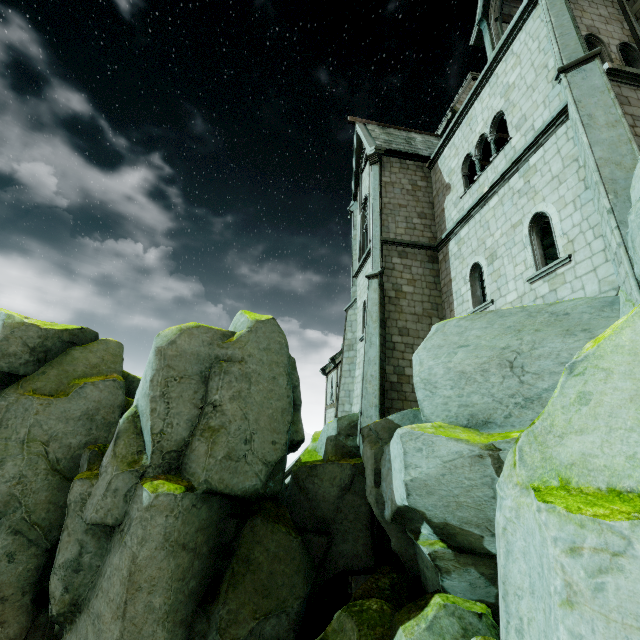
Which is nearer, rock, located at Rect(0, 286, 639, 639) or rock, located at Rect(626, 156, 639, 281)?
rock, located at Rect(0, 286, 639, 639)

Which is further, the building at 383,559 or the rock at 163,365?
the building at 383,559

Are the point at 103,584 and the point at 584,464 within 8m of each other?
no

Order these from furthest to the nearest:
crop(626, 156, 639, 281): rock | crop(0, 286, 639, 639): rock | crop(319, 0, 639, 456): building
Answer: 1. crop(319, 0, 639, 456): building
2. crop(626, 156, 639, 281): rock
3. crop(0, 286, 639, 639): rock

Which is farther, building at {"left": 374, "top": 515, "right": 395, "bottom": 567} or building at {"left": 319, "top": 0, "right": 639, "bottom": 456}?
building at {"left": 374, "top": 515, "right": 395, "bottom": 567}

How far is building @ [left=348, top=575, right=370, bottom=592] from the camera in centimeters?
1020cm

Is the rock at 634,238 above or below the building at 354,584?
above

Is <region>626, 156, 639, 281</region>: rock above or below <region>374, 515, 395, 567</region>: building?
above
